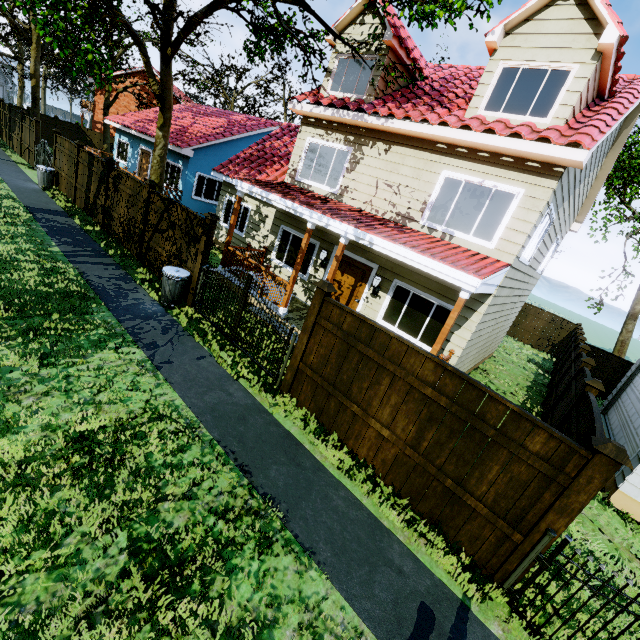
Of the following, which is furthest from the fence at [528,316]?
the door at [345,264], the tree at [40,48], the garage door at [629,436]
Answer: the door at [345,264]

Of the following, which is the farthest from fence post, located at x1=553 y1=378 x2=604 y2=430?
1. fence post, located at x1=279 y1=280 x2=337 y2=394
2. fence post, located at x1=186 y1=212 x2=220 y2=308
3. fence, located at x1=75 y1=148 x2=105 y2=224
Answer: fence, located at x1=75 y1=148 x2=105 y2=224

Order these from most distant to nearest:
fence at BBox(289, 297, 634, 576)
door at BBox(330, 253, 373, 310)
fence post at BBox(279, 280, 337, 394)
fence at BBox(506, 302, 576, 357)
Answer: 1. fence at BBox(506, 302, 576, 357)
2. door at BBox(330, 253, 373, 310)
3. fence post at BBox(279, 280, 337, 394)
4. fence at BBox(289, 297, 634, 576)

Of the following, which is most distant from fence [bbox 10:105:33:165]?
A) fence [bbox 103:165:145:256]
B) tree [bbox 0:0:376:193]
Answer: fence [bbox 103:165:145:256]

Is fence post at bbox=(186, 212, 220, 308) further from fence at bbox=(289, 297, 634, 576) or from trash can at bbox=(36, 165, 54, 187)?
trash can at bbox=(36, 165, 54, 187)

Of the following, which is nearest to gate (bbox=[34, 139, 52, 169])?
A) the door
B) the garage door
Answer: the door

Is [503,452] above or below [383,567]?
above

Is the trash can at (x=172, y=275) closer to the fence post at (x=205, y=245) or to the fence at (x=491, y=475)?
the fence post at (x=205, y=245)
